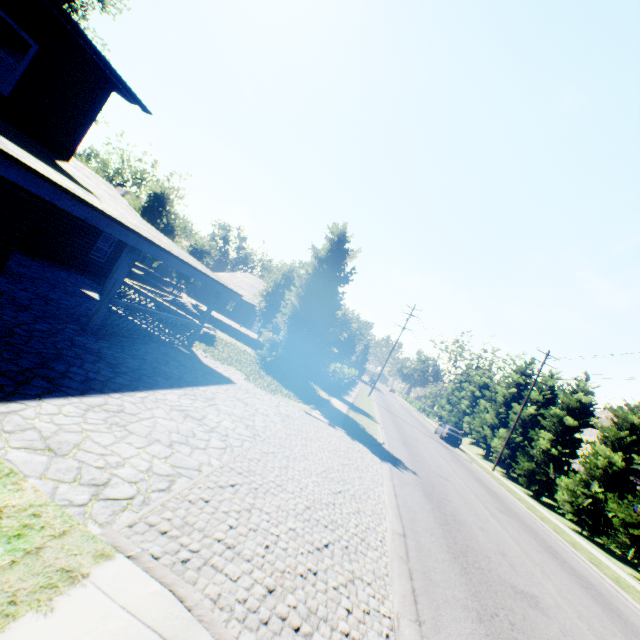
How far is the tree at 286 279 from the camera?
25.4 meters

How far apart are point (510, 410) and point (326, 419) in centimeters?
3191cm

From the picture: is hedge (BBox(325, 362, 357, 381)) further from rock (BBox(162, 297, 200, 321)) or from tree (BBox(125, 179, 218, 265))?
rock (BBox(162, 297, 200, 321))

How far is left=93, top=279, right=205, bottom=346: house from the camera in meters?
9.1 m

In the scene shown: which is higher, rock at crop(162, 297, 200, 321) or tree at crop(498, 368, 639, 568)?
tree at crop(498, 368, 639, 568)

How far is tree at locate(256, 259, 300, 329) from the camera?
25.4 meters

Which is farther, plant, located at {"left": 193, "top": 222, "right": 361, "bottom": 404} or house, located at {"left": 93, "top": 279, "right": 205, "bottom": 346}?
plant, located at {"left": 193, "top": 222, "right": 361, "bottom": 404}

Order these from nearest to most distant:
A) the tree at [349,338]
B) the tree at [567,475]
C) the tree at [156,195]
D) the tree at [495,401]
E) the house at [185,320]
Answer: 1. the house at [185,320]
2. the tree at [567,475]
3. the tree at [349,338]
4. the tree at [156,195]
5. the tree at [495,401]
